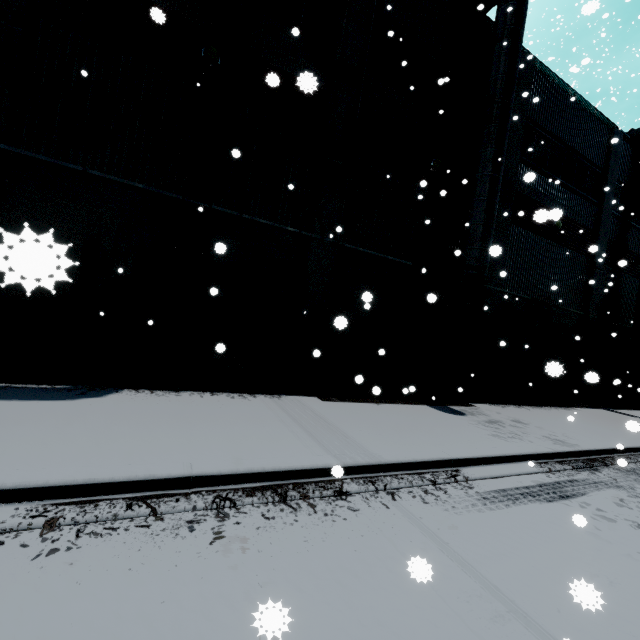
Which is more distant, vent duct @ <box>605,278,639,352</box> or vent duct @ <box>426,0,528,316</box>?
vent duct @ <box>605,278,639,352</box>

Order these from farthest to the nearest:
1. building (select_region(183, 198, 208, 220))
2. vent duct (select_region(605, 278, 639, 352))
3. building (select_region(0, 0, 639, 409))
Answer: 1. vent duct (select_region(605, 278, 639, 352))
2. building (select_region(183, 198, 208, 220))
3. building (select_region(0, 0, 639, 409))

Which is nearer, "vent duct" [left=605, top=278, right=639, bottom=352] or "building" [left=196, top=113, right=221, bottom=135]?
"building" [left=196, top=113, right=221, bottom=135]

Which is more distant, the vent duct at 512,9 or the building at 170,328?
the vent duct at 512,9

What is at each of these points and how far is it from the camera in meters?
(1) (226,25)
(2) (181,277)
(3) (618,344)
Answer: (1) building, 8.5 m
(2) building, 8.4 m
(3) vent duct, 17.5 m

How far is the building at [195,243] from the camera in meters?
8.3 m

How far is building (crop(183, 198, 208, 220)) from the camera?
8.2 meters
